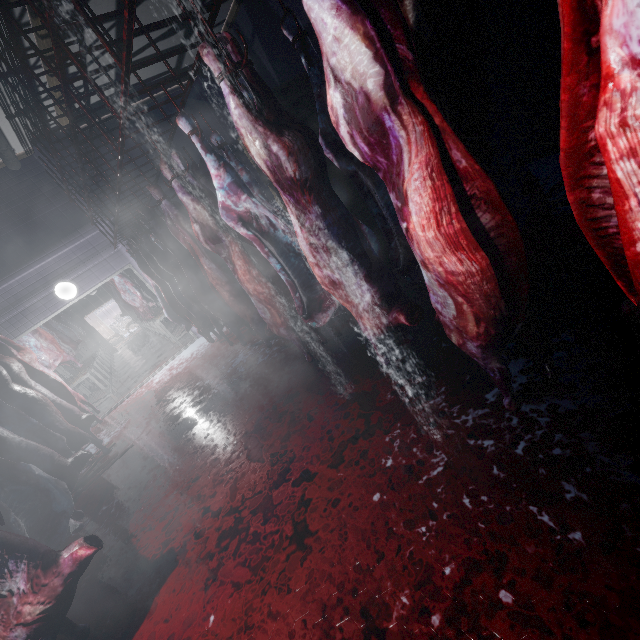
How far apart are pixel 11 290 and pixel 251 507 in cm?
596

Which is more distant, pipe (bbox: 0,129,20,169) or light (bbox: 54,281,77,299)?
light (bbox: 54,281,77,299)

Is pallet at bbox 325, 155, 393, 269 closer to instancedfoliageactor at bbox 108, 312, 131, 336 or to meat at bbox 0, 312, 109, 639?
meat at bbox 0, 312, 109, 639

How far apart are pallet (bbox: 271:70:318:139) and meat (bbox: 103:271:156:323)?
4.24m

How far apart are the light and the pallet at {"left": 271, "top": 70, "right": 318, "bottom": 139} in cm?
385

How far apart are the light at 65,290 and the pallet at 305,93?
3.85m

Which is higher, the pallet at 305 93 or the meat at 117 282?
the pallet at 305 93
